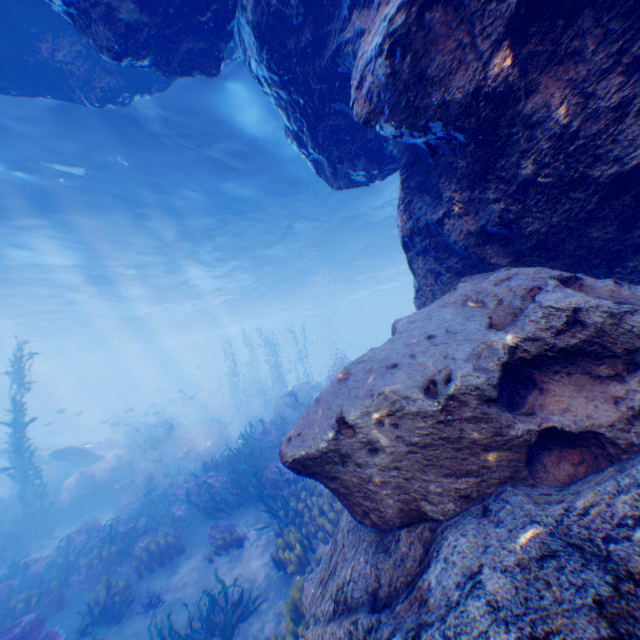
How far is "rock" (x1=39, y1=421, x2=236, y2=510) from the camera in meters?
15.9 m

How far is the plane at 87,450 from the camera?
17.9m

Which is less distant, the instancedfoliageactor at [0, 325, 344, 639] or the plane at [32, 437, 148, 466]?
the instancedfoliageactor at [0, 325, 344, 639]

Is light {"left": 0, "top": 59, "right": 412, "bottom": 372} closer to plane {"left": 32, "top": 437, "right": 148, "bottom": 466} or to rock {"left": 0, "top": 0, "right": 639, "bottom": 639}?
rock {"left": 0, "top": 0, "right": 639, "bottom": 639}

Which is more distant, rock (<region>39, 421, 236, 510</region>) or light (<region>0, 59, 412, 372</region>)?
rock (<region>39, 421, 236, 510</region>)

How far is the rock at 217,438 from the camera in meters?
15.9

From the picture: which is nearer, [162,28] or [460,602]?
[460,602]
